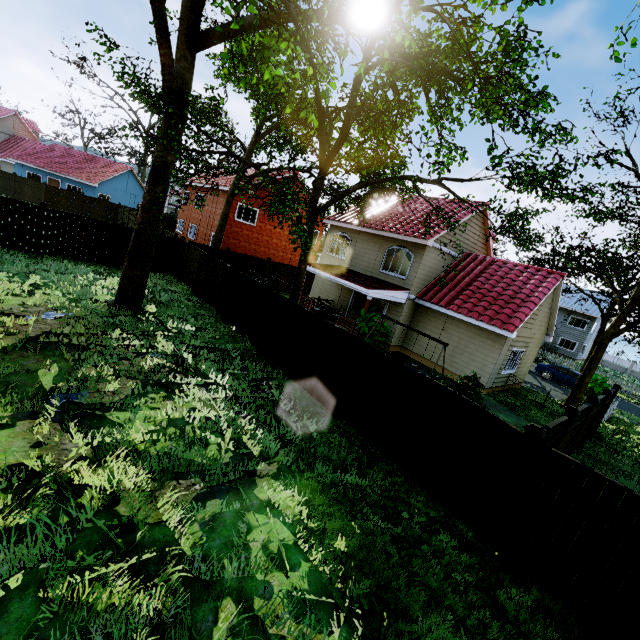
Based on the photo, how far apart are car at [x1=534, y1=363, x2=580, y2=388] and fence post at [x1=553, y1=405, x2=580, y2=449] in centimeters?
2017cm

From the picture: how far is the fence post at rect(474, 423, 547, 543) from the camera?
5.49m

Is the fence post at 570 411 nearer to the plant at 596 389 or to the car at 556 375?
the plant at 596 389

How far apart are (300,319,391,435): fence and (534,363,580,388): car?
23.2m

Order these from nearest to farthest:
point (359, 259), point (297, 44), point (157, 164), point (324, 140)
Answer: point (297, 44), point (157, 164), point (324, 140), point (359, 259)

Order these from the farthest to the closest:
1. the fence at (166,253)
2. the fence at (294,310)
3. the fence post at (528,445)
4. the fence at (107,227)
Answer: the fence at (166,253) → the fence at (107,227) → the fence at (294,310) → the fence post at (528,445)

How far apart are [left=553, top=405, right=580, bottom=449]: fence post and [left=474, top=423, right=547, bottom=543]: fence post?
2.7 meters

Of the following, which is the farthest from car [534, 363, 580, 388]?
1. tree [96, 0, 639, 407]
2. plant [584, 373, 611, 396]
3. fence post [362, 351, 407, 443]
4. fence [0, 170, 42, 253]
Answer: fence post [362, 351, 407, 443]
